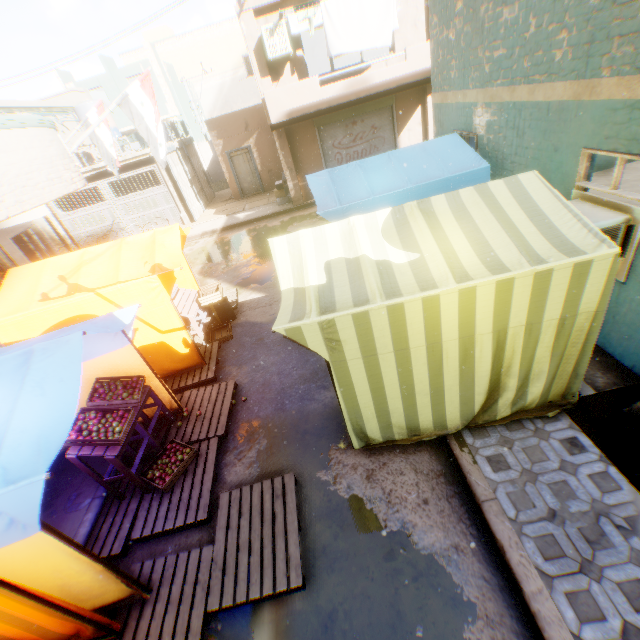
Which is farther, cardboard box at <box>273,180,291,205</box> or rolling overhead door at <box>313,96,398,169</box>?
cardboard box at <box>273,180,291,205</box>

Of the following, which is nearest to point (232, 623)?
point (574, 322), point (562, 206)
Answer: point (574, 322)

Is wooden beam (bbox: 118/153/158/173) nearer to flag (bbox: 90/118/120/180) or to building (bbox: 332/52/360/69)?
building (bbox: 332/52/360/69)

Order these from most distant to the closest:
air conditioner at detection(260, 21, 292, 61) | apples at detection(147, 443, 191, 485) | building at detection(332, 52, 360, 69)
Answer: building at detection(332, 52, 360, 69) → air conditioner at detection(260, 21, 292, 61) → apples at detection(147, 443, 191, 485)

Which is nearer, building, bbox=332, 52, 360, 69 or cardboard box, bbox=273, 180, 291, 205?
cardboard box, bbox=273, 180, 291, 205

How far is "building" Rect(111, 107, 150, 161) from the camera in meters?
15.0

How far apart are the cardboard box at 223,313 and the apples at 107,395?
2.5 meters

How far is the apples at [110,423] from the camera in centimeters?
403cm
